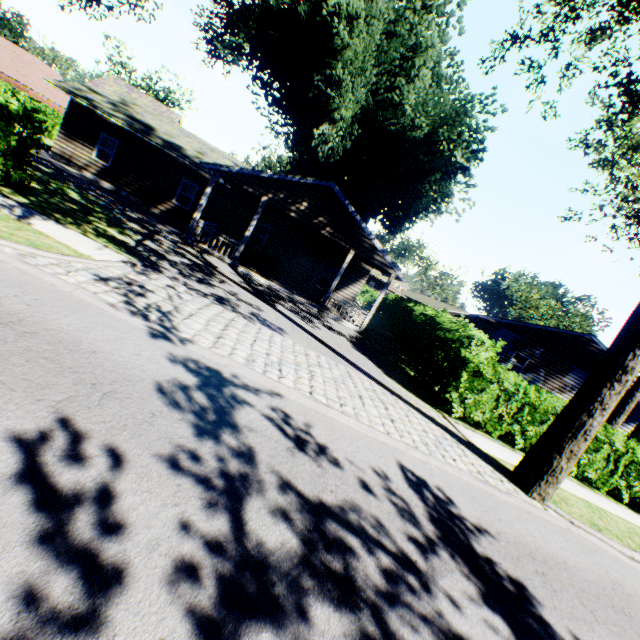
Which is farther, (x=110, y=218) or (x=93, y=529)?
(x=110, y=218)

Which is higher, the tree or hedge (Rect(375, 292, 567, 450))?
the tree

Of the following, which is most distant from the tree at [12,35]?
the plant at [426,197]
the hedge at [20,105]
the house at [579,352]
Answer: the house at [579,352]

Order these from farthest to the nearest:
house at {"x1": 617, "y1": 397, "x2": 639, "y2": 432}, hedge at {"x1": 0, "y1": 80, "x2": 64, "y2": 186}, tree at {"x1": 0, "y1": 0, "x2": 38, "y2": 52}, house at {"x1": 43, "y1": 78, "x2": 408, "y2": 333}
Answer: tree at {"x1": 0, "y1": 0, "x2": 38, "y2": 52}
house at {"x1": 617, "y1": 397, "x2": 639, "y2": 432}
house at {"x1": 43, "y1": 78, "x2": 408, "y2": 333}
hedge at {"x1": 0, "y1": 80, "x2": 64, "y2": 186}

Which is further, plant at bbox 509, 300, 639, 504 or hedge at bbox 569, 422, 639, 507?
hedge at bbox 569, 422, 639, 507

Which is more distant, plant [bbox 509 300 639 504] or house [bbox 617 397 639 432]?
house [bbox 617 397 639 432]

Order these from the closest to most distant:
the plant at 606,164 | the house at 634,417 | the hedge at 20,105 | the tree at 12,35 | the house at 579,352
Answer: the hedge at 20,105 → the plant at 606,164 → the house at 634,417 → the house at 579,352 → the tree at 12,35

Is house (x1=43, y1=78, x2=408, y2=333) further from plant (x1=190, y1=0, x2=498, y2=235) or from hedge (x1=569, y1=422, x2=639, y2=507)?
hedge (x1=569, y1=422, x2=639, y2=507)
